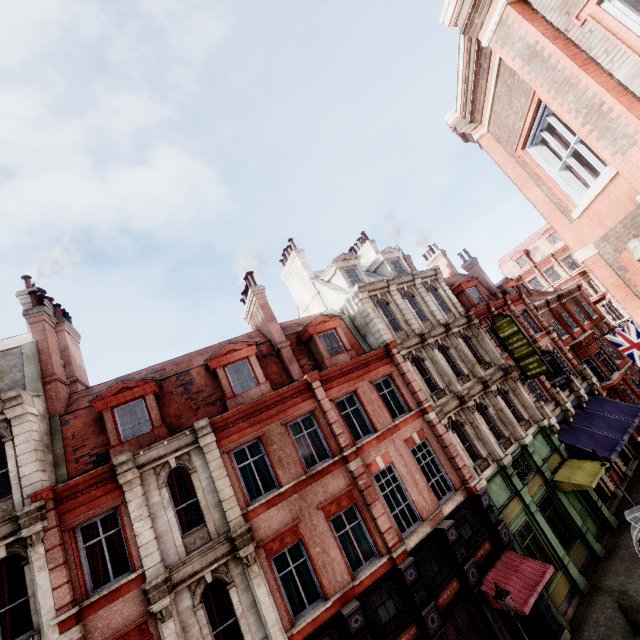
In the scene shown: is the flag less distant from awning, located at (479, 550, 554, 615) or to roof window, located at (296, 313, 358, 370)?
awning, located at (479, 550, 554, 615)

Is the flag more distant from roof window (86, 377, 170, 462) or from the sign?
roof window (86, 377, 170, 462)

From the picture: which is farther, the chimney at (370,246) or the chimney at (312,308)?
the chimney at (370,246)

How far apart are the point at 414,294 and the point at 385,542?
14.0 meters

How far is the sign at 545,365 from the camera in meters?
19.5

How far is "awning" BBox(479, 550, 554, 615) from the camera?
11.9m

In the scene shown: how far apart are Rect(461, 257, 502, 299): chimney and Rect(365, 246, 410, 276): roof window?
7.87m

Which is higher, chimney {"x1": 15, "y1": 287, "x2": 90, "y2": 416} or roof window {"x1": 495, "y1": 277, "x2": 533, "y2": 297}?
chimney {"x1": 15, "y1": 287, "x2": 90, "y2": 416}
